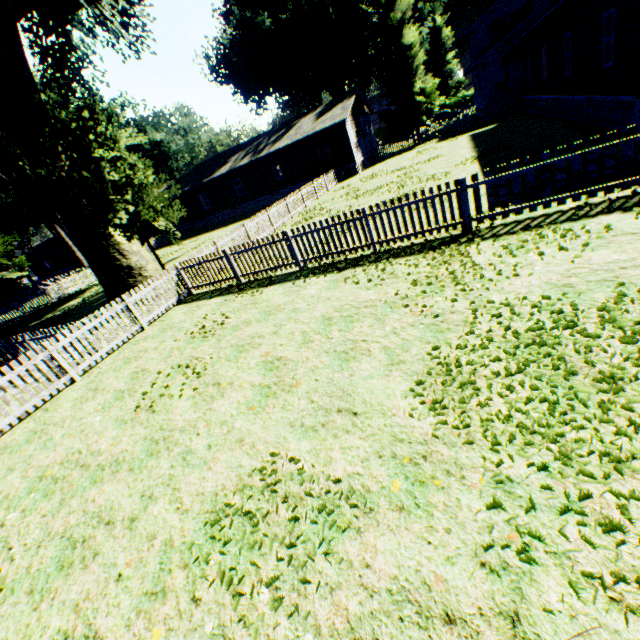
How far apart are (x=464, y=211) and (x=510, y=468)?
6.66m

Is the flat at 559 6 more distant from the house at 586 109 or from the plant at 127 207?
the plant at 127 207

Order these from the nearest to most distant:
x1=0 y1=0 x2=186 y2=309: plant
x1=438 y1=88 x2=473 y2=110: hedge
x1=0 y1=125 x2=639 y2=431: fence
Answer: x1=0 y1=125 x2=639 y2=431: fence
x1=0 y1=0 x2=186 y2=309: plant
x1=438 y1=88 x2=473 y2=110: hedge

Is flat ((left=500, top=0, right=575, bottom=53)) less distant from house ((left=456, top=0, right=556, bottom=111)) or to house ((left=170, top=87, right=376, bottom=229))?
house ((left=456, top=0, right=556, bottom=111))

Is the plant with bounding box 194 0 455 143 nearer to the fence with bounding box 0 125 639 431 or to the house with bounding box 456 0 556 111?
the fence with bounding box 0 125 639 431

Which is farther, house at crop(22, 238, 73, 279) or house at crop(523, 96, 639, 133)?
house at crop(22, 238, 73, 279)

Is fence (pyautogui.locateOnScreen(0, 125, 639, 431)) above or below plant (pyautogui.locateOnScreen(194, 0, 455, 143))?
below

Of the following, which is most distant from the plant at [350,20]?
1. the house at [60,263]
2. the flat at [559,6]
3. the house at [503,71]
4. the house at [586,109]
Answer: the house at [586,109]
